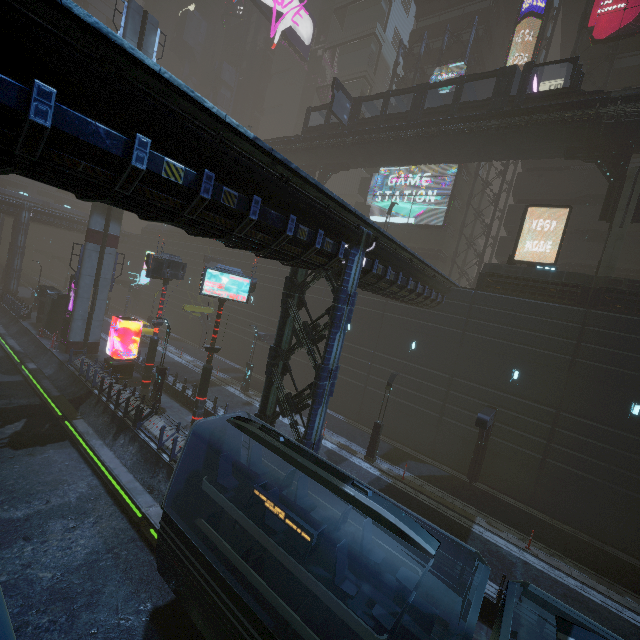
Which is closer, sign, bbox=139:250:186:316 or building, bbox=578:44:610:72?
sign, bbox=139:250:186:316

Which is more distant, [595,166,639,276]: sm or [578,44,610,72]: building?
[578,44,610,72]: building

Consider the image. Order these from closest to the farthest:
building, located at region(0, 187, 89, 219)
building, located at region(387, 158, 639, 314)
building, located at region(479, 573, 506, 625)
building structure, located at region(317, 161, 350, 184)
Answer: building, located at region(479, 573, 506, 625) → building, located at region(387, 158, 639, 314) → building structure, located at region(317, 161, 350, 184) → building, located at region(0, 187, 89, 219)

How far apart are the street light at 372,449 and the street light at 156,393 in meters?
13.3

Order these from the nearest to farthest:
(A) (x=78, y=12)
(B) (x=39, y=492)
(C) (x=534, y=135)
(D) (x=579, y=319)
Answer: (A) (x=78, y=12), (B) (x=39, y=492), (D) (x=579, y=319), (C) (x=534, y=135)

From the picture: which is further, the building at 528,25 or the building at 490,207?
the building at 528,25

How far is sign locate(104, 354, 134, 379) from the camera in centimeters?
2272cm

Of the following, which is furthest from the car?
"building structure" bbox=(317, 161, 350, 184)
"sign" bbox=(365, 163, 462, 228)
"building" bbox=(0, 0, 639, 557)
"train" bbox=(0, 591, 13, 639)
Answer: "sign" bbox=(365, 163, 462, 228)
